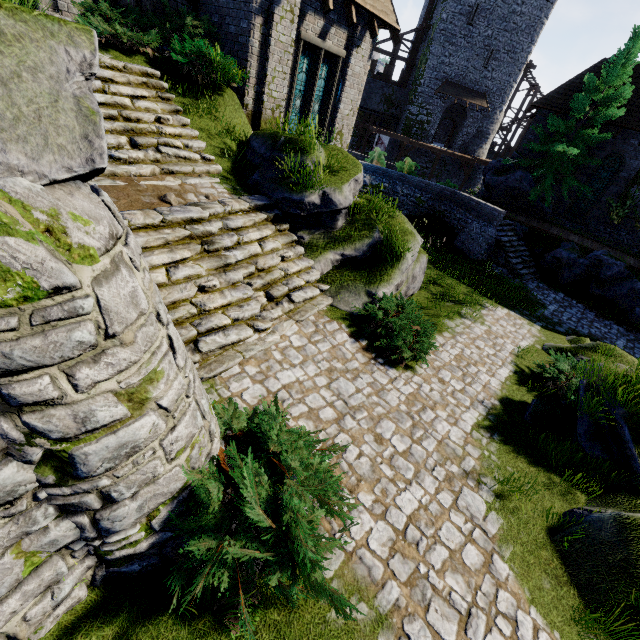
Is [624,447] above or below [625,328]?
above

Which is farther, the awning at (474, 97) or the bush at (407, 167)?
the awning at (474, 97)

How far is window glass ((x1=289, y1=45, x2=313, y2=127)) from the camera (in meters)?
11.30

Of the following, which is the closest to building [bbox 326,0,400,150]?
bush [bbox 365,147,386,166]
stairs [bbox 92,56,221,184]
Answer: stairs [bbox 92,56,221,184]

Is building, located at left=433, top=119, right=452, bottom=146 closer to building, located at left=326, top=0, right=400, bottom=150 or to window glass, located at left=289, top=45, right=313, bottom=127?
building, located at left=326, top=0, right=400, bottom=150

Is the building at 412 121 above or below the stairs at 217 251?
above

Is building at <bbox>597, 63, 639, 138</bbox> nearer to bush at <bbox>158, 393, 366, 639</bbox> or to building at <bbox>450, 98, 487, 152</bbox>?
building at <bbox>450, 98, 487, 152</bbox>

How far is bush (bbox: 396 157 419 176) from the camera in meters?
19.2 m
